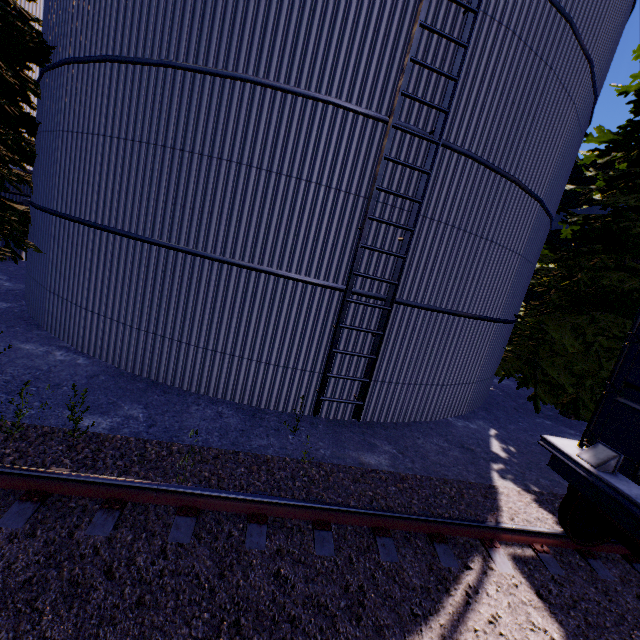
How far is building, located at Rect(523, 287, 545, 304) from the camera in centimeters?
1702cm

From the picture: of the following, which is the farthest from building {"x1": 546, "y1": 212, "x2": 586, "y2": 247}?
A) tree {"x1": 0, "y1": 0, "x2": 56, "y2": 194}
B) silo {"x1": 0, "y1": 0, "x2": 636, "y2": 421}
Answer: silo {"x1": 0, "y1": 0, "x2": 636, "y2": 421}

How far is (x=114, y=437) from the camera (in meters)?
4.68

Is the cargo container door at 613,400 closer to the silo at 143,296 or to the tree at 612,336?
the silo at 143,296

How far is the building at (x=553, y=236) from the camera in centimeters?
1571cm

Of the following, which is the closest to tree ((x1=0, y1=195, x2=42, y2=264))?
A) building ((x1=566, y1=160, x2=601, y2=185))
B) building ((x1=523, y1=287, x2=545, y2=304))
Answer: building ((x1=523, y1=287, x2=545, y2=304))

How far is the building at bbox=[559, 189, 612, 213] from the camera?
14.9 meters

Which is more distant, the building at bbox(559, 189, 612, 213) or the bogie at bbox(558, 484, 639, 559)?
the building at bbox(559, 189, 612, 213)
